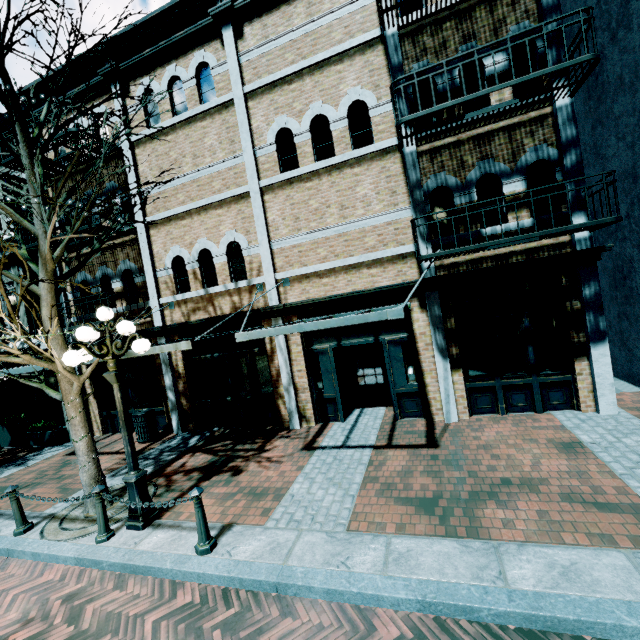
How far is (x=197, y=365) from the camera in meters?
10.1 m

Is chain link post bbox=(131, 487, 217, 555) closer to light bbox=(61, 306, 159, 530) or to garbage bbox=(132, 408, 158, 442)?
light bbox=(61, 306, 159, 530)

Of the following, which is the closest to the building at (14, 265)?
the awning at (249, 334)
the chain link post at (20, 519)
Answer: the awning at (249, 334)

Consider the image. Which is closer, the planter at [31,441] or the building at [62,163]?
the building at [62,163]

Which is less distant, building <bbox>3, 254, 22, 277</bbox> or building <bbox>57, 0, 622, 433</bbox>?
building <bbox>57, 0, 622, 433</bbox>

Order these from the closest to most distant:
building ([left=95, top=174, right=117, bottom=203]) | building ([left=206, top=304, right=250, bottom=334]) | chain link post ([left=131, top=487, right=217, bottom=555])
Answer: chain link post ([left=131, top=487, right=217, bottom=555]) → building ([left=206, top=304, right=250, bottom=334]) → building ([left=95, top=174, right=117, bottom=203])

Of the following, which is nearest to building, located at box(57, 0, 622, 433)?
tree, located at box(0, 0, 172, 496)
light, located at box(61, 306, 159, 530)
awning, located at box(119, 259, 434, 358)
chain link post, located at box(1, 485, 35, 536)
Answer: awning, located at box(119, 259, 434, 358)
